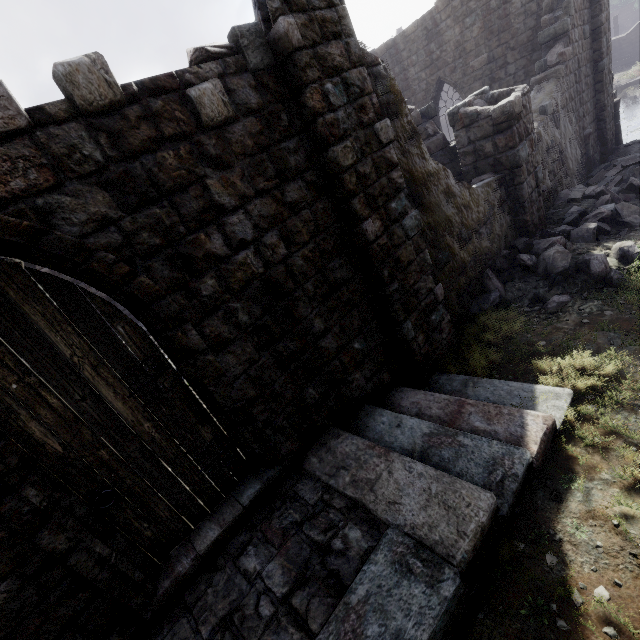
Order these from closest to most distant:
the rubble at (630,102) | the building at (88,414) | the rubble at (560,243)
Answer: the building at (88,414) → the rubble at (560,243) → the rubble at (630,102)

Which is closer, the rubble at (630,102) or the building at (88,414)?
the building at (88,414)

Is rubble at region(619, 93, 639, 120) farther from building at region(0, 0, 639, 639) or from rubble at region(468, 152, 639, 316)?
rubble at region(468, 152, 639, 316)

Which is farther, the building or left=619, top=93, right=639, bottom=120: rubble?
left=619, top=93, right=639, bottom=120: rubble

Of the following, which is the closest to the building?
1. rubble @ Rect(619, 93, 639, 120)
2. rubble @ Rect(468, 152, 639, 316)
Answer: rubble @ Rect(468, 152, 639, 316)

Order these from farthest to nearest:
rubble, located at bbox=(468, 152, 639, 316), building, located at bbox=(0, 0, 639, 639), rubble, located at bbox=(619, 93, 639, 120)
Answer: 1. rubble, located at bbox=(619, 93, 639, 120)
2. rubble, located at bbox=(468, 152, 639, 316)
3. building, located at bbox=(0, 0, 639, 639)

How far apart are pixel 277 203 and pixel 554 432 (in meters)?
4.47
